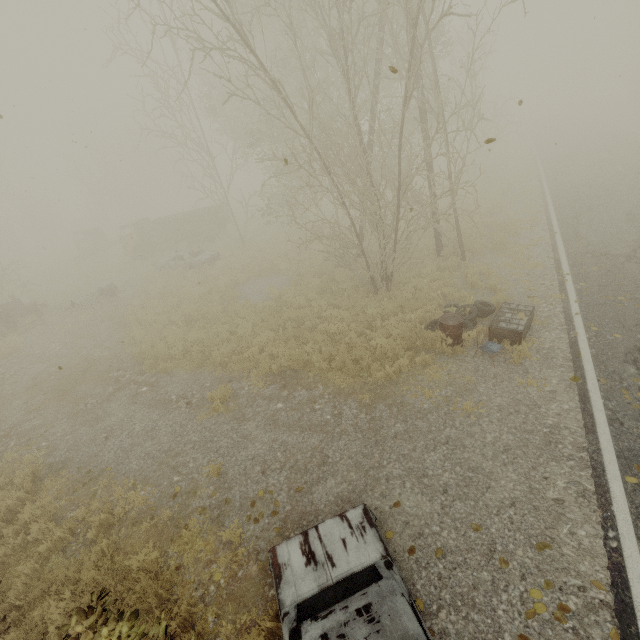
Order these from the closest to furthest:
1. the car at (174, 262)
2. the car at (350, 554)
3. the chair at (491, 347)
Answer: the car at (350, 554)
the chair at (491, 347)
the car at (174, 262)

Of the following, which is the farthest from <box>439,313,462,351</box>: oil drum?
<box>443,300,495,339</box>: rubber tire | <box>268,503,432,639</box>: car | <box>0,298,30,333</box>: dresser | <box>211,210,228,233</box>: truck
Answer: <box>0,298,30,333</box>: dresser

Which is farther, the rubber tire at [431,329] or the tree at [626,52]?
the tree at [626,52]

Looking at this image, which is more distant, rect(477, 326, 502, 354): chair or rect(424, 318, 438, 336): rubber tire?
rect(424, 318, 438, 336): rubber tire

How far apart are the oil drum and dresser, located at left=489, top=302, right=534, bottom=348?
0.46m

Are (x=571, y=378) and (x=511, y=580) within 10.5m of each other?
yes

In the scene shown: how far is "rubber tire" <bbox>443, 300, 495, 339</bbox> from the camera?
8.7 meters

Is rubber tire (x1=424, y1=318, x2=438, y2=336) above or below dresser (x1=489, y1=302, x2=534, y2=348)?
below
